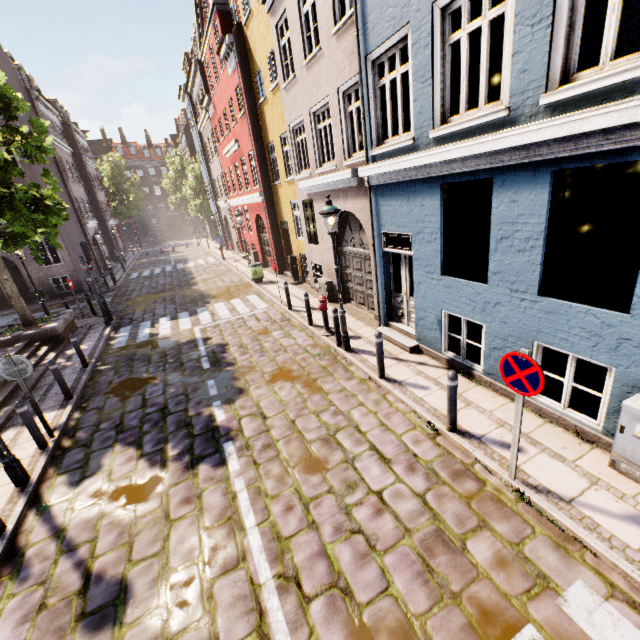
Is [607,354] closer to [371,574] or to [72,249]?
[371,574]

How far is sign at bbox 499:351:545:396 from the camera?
3.5m

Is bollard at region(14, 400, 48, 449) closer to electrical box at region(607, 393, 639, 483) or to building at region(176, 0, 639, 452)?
building at region(176, 0, 639, 452)

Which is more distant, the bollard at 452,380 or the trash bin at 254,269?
the trash bin at 254,269

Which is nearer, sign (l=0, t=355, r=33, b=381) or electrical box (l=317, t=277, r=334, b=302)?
sign (l=0, t=355, r=33, b=381)

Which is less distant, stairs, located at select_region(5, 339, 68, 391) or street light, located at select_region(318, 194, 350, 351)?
street light, located at select_region(318, 194, 350, 351)

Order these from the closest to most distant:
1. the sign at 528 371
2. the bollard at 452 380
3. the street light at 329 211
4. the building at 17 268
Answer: the sign at 528 371 → the bollard at 452 380 → the street light at 329 211 → the building at 17 268

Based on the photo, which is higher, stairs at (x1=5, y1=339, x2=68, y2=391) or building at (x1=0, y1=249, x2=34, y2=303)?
building at (x1=0, y1=249, x2=34, y2=303)
